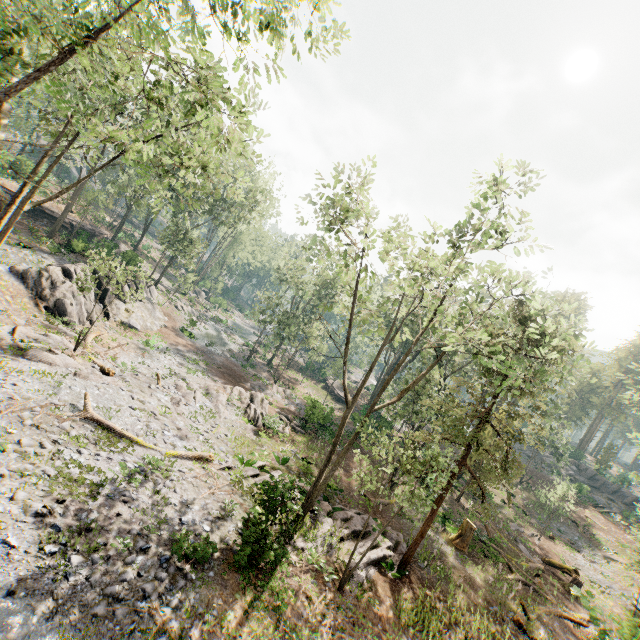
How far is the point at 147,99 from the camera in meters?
9.9

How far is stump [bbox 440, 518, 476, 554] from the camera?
21.0 meters

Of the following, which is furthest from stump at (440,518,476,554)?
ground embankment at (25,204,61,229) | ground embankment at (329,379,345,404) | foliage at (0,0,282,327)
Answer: ground embankment at (25,204,61,229)

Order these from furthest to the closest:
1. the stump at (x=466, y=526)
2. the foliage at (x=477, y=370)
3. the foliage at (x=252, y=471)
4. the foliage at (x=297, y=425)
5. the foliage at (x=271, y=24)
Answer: the foliage at (x=297, y=425), the stump at (x=466, y=526), the foliage at (x=477, y=370), the foliage at (x=252, y=471), the foliage at (x=271, y=24)

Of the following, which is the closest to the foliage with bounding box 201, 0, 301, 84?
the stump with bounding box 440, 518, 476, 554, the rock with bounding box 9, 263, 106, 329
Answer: the rock with bounding box 9, 263, 106, 329

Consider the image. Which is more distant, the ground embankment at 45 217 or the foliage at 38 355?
the ground embankment at 45 217

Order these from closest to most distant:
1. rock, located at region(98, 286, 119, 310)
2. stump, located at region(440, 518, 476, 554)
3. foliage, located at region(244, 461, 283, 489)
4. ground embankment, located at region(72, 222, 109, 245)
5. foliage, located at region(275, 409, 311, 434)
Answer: foliage, located at region(244, 461, 283, 489) → stump, located at region(440, 518, 476, 554) → foliage, located at region(275, 409, 311, 434) → rock, located at region(98, 286, 119, 310) → ground embankment, located at region(72, 222, 109, 245)

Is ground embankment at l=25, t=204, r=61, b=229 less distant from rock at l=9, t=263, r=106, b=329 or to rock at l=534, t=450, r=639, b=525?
rock at l=9, t=263, r=106, b=329
